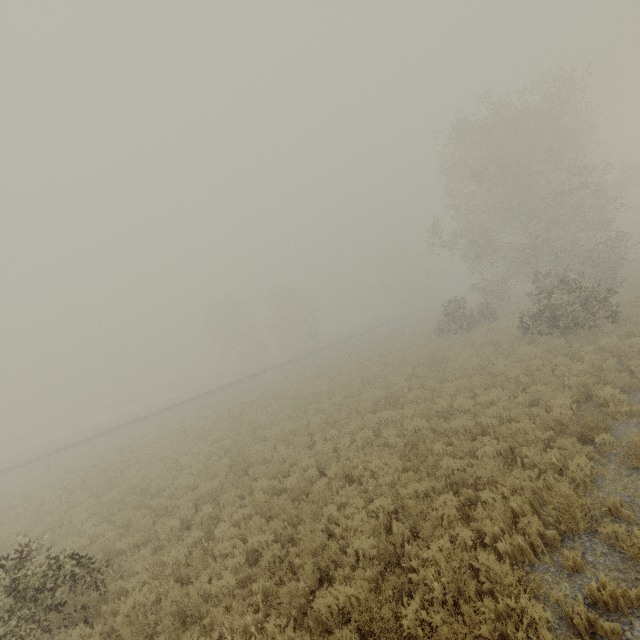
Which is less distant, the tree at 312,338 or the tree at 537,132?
the tree at 537,132

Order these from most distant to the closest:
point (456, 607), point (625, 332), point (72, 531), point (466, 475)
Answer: point (625, 332) < point (72, 531) < point (466, 475) < point (456, 607)

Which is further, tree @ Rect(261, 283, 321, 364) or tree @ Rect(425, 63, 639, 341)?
tree @ Rect(261, 283, 321, 364)

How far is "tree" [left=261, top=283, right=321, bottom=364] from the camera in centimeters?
5431cm

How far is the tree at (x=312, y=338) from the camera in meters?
54.3 m
